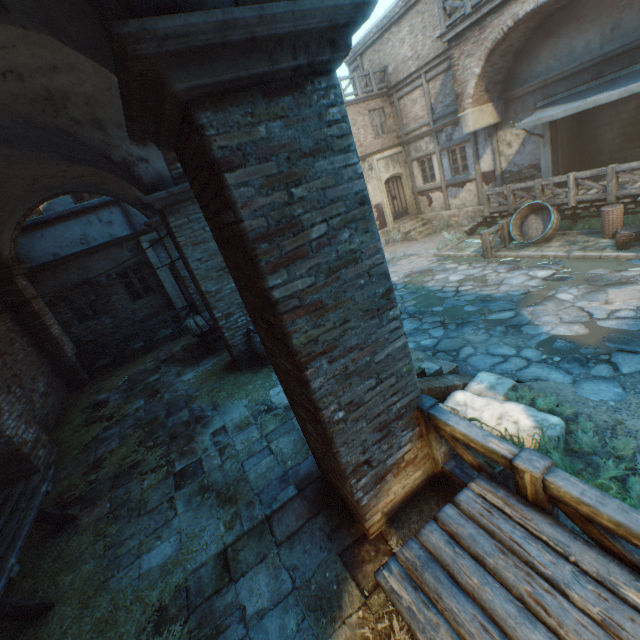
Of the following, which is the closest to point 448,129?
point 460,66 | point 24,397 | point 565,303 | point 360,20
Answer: point 460,66

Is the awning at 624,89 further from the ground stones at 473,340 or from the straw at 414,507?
the straw at 414,507

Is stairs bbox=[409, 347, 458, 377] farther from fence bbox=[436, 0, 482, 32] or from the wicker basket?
fence bbox=[436, 0, 482, 32]

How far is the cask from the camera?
10.5m

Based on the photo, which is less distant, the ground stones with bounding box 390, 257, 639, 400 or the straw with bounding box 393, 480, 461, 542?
the straw with bounding box 393, 480, 461, 542

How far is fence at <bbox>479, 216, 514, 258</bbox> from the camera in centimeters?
1112cm

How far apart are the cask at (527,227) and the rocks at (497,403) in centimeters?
735cm

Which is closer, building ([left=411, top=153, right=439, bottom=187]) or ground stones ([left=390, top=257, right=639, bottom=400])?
ground stones ([left=390, top=257, right=639, bottom=400])
